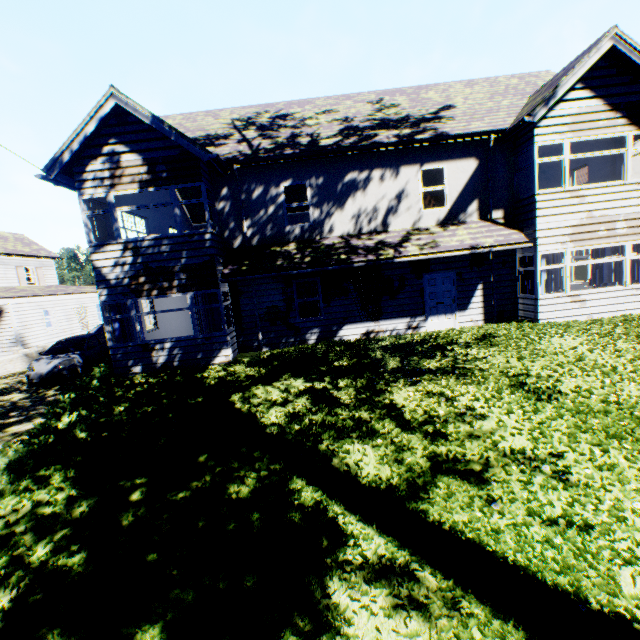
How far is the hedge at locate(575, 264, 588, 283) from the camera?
19.58m

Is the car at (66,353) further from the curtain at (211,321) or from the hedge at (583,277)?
the hedge at (583,277)

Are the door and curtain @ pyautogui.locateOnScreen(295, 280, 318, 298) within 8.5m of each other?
yes

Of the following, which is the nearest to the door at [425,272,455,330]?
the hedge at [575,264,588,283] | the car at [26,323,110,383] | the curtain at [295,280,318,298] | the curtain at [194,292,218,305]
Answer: the curtain at [295,280,318,298]

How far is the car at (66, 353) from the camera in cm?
1266

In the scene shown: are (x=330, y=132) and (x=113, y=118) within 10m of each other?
yes

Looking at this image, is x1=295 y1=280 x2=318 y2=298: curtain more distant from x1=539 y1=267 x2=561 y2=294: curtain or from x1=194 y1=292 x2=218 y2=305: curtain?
x1=539 y1=267 x2=561 y2=294: curtain

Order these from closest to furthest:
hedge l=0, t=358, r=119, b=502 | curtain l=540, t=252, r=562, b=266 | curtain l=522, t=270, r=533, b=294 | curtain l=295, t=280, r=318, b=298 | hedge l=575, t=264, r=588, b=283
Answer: hedge l=0, t=358, r=119, b=502, curtain l=540, t=252, r=562, b=266, curtain l=522, t=270, r=533, b=294, curtain l=295, t=280, r=318, b=298, hedge l=575, t=264, r=588, b=283
